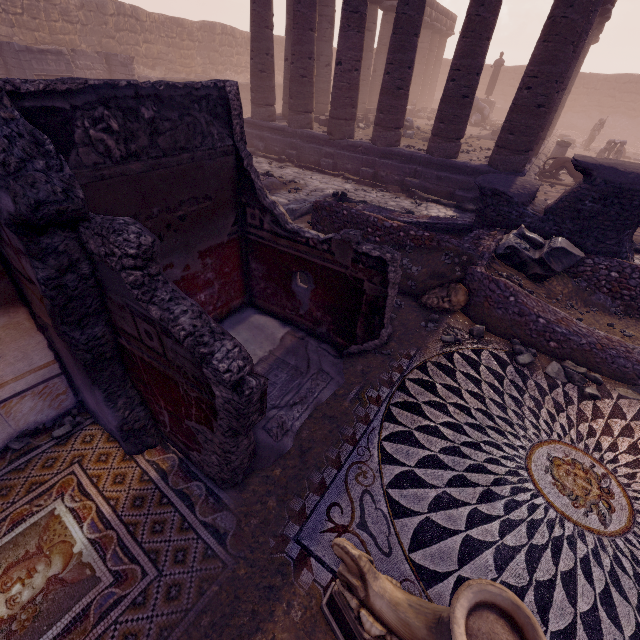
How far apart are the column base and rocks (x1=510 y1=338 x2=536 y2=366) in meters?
16.6

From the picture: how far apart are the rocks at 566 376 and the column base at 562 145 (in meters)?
16.64

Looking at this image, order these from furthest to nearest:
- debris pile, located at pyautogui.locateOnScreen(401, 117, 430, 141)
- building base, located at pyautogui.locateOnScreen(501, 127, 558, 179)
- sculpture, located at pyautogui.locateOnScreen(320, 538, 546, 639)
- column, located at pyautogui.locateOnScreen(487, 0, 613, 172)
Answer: debris pile, located at pyautogui.locateOnScreen(401, 117, 430, 141) → building base, located at pyautogui.locateOnScreen(501, 127, 558, 179) → column, located at pyautogui.locateOnScreen(487, 0, 613, 172) → sculpture, located at pyautogui.locateOnScreen(320, 538, 546, 639)

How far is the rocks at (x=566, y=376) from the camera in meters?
4.2 m

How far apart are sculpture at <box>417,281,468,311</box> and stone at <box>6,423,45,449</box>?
5.3m

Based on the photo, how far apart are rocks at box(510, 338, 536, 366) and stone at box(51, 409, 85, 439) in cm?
539

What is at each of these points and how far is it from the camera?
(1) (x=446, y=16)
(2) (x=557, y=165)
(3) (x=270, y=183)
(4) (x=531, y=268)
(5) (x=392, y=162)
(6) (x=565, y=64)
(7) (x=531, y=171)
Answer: (1) entablature, 24.5m
(2) sculpture, 13.1m
(3) debris pile, 10.5m
(4) building debris, 5.8m
(5) building base, 11.4m
(6) column, 8.5m
(7) building base, 12.4m

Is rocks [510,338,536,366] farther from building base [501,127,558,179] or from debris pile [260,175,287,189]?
debris pile [260,175,287,189]
